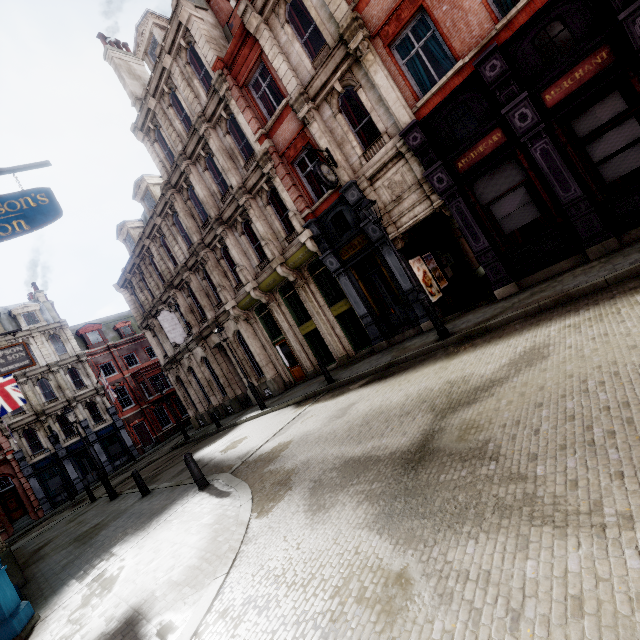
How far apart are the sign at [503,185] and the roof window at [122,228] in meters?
23.6 m

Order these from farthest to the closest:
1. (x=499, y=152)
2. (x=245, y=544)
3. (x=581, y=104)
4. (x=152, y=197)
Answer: (x=152, y=197), (x=499, y=152), (x=581, y=104), (x=245, y=544)

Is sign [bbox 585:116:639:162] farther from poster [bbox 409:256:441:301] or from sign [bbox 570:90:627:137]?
poster [bbox 409:256:441:301]

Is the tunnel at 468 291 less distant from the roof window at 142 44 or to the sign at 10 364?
the sign at 10 364

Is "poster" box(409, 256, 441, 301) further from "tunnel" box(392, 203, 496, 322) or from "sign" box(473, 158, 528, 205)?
"sign" box(473, 158, 528, 205)

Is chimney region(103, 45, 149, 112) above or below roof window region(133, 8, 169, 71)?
above

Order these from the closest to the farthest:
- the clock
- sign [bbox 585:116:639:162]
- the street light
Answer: sign [bbox 585:116:639:162] < the street light < the clock

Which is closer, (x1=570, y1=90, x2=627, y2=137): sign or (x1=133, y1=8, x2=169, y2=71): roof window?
(x1=570, y1=90, x2=627, y2=137): sign
